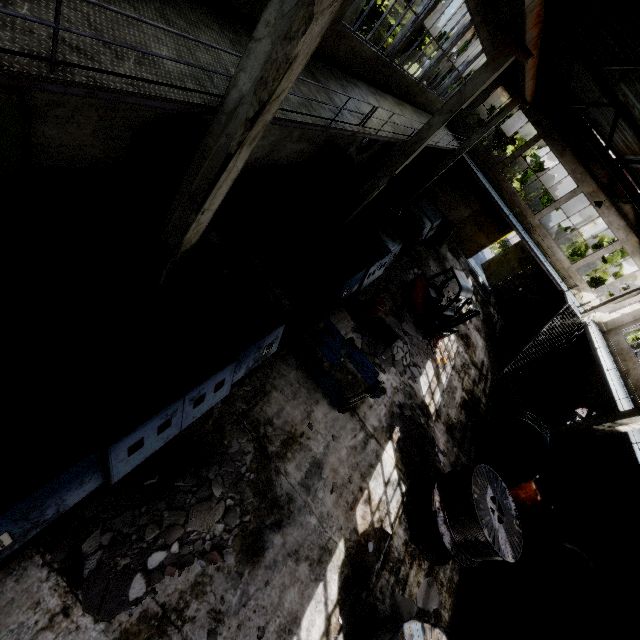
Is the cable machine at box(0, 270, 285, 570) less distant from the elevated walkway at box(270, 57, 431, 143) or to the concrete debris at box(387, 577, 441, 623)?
the elevated walkway at box(270, 57, 431, 143)

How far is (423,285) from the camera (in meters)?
14.00

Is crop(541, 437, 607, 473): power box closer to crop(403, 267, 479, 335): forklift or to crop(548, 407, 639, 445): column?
crop(548, 407, 639, 445): column

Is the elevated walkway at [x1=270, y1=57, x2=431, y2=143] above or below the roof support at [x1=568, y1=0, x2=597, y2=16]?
below

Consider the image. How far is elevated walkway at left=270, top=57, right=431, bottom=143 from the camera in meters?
6.0

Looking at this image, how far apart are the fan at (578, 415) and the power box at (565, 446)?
0.5 meters

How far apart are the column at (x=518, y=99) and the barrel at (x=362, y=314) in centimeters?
Result: 1319cm

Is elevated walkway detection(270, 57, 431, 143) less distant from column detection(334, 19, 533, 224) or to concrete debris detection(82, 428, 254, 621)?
column detection(334, 19, 533, 224)
